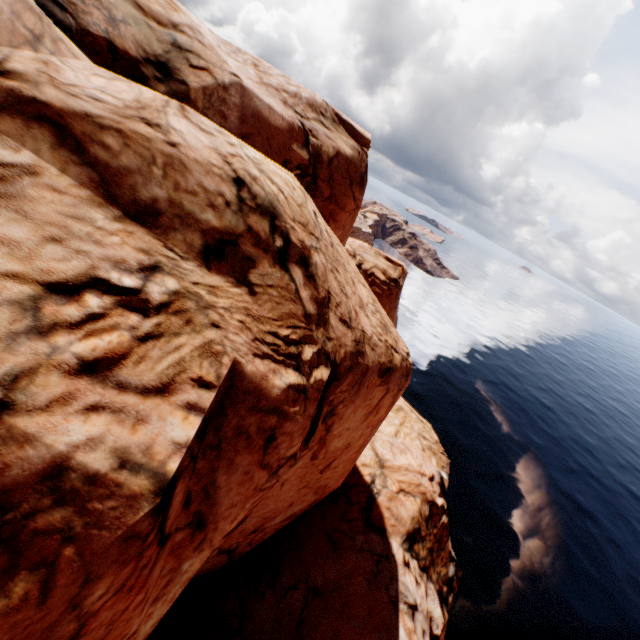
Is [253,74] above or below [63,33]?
above
